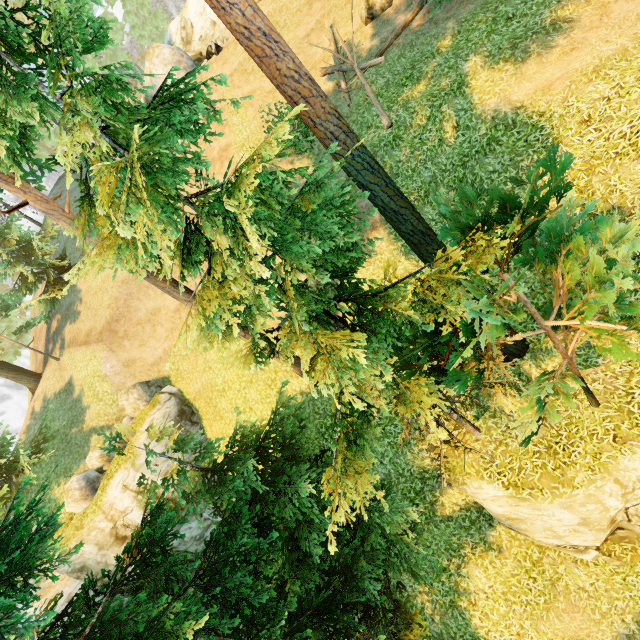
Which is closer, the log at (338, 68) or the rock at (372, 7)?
the log at (338, 68)

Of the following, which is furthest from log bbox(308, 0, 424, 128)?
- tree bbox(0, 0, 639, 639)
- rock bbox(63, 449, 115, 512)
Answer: rock bbox(63, 449, 115, 512)

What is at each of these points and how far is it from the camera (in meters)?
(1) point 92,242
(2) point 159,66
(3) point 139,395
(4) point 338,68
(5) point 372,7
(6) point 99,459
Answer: (1) tree, 8.89
(2) rock, 25.16
(3) rock, 18.88
(4) log, 15.31
(5) rock, 15.04
(6) rock, 17.44

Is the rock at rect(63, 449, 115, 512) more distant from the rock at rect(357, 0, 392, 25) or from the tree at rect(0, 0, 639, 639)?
the rock at rect(357, 0, 392, 25)

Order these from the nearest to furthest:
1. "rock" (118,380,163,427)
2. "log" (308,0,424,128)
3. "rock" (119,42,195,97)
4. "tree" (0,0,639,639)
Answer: "tree" (0,0,639,639) → "log" (308,0,424,128) → "rock" (118,380,163,427) → "rock" (119,42,195,97)

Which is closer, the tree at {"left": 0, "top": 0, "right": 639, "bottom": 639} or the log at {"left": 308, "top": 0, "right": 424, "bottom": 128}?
the tree at {"left": 0, "top": 0, "right": 639, "bottom": 639}

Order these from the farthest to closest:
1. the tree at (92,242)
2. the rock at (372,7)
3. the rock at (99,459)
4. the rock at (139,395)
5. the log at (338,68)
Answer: the rock at (139,395)
the rock at (99,459)
the rock at (372,7)
the log at (338,68)
the tree at (92,242)

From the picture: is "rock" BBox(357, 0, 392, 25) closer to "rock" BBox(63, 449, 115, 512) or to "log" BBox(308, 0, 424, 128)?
"log" BBox(308, 0, 424, 128)
